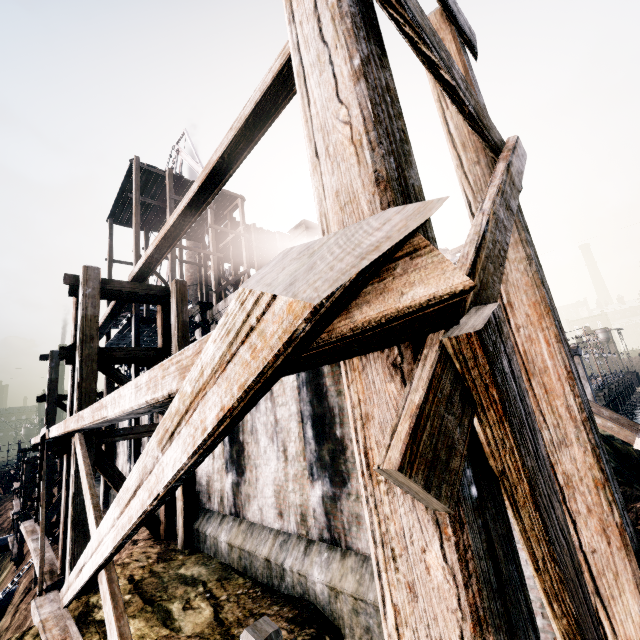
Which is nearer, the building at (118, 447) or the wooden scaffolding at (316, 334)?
the wooden scaffolding at (316, 334)

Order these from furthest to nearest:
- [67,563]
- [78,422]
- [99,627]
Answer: [67,563], [99,627], [78,422]

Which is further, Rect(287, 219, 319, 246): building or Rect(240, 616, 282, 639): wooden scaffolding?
Rect(287, 219, 319, 246): building

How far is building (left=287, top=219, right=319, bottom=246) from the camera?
15.7m

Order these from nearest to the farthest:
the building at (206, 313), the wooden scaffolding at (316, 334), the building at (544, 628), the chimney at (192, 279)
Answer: the wooden scaffolding at (316, 334), the building at (544, 628), the building at (206, 313), the chimney at (192, 279)

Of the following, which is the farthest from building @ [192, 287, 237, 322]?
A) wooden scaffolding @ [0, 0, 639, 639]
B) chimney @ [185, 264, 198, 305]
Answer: chimney @ [185, 264, 198, 305]
